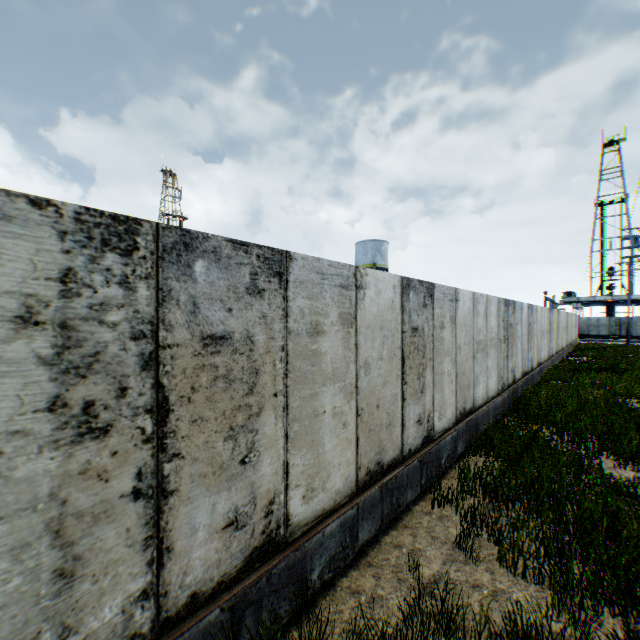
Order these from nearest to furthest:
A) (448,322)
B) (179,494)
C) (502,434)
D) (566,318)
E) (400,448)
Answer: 1. (179,494)
2. (400,448)
3. (448,322)
4. (502,434)
5. (566,318)

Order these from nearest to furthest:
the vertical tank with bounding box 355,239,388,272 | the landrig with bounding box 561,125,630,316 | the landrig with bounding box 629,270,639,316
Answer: the vertical tank with bounding box 355,239,388,272 < the landrig with bounding box 629,270,639,316 < the landrig with bounding box 561,125,630,316

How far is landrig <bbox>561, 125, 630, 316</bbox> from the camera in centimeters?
5566cm

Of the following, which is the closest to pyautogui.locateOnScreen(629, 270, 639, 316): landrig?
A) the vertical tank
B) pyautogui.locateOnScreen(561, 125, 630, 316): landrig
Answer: pyautogui.locateOnScreen(561, 125, 630, 316): landrig

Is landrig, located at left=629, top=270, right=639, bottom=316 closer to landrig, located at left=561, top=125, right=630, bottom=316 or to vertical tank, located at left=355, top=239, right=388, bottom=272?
landrig, located at left=561, top=125, right=630, bottom=316

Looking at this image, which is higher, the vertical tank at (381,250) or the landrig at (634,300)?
the vertical tank at (381,250)

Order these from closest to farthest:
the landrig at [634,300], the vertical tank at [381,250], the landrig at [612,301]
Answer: the vertical tank at [381,250] → the landrig at [634,300] → the landrig at [612,301]
